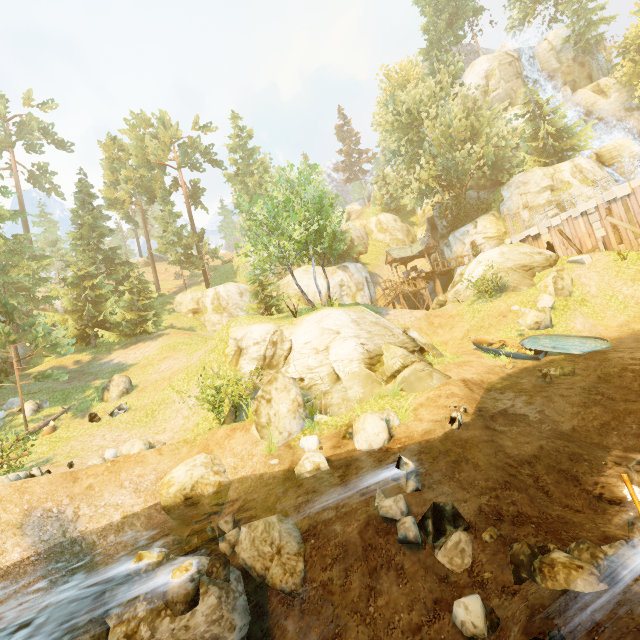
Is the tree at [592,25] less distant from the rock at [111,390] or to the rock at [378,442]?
the rock at [111,390]

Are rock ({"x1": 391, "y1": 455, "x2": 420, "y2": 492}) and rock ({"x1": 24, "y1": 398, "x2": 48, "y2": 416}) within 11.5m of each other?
no

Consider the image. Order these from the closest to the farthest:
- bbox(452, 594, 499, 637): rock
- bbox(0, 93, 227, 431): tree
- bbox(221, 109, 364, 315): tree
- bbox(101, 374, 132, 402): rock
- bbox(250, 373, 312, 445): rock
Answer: bbox(452, 594, 499, 637): rock < bbox(250, 373, 312, 445): rock < bbox(221, 109, 364, 315): tree < bbox(101, 374, 132, 402): rock < bbox(0, 93, 227, 431): tree

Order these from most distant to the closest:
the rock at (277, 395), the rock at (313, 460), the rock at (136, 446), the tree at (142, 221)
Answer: the tree at (142, 221) → the rock at (136, 446) → the rock at (277, 395) → the rock at (313, 460)

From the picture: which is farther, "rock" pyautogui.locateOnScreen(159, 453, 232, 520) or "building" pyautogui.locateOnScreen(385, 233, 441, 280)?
"building" pyautogui.locateOnScreen(385, 233, 441, 280)

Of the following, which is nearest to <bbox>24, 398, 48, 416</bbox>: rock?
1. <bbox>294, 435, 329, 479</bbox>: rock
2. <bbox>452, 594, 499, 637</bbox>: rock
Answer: <bbox>294, 435, 329, 479</bbox>: rock

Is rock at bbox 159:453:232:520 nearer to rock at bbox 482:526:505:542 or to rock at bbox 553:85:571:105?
rock at bbox 482:526:505:542

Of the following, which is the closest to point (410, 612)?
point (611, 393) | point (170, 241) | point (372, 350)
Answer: point (372, 350)
